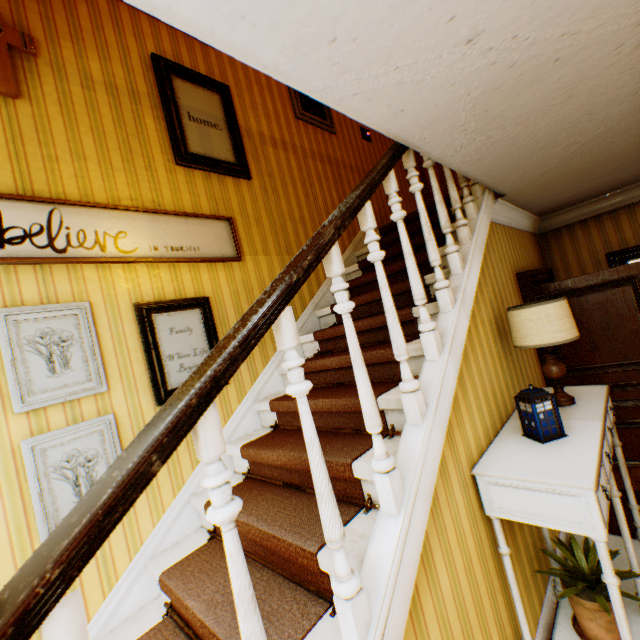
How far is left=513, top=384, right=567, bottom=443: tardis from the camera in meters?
1.9

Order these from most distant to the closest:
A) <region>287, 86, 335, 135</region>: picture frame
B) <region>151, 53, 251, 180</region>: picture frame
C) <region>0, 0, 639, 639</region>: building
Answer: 1. <region>287, 86, 335, 135</region>: picture frame
2. <region>151, 53, 251, 180</region>: picture frame
3. <region>0, 0, 639, 639</region>: building

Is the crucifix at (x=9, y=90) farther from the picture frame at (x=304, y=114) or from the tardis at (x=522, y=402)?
the tardis at (x=522, y=402)

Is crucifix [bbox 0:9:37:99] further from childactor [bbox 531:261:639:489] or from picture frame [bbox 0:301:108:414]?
childactor [bbox 531:261:639:489]

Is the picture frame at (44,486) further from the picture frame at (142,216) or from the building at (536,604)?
the picture frame at (142,216)

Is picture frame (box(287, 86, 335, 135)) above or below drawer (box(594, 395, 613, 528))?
above

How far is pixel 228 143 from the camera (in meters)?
3.17

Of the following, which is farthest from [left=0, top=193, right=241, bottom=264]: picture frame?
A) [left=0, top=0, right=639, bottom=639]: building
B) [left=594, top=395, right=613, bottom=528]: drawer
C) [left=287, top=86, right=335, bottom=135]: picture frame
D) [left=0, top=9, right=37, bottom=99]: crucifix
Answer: [left=594, top=395, right=613, bottom=528]: drawer
